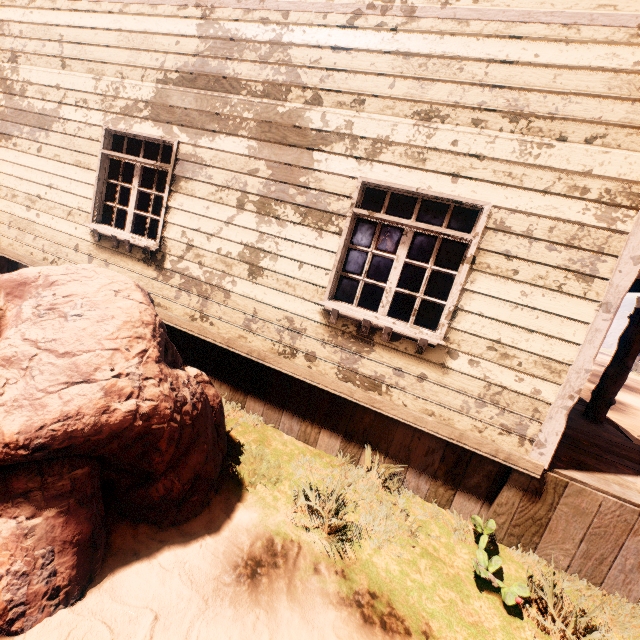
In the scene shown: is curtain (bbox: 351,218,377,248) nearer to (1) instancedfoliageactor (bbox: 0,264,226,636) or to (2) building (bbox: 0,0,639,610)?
(2) building (bbox: 0,0,639,610)

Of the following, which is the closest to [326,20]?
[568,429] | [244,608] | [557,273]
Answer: [557,273]

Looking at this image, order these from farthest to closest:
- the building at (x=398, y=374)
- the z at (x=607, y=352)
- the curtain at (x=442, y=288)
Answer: the z at (x=607, y=352) < the curtain at (x=442, y=288) < the building at (x=398, y=374)

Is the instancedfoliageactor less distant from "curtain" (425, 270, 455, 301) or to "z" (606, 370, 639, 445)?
"z" (606, 370, 639, 445)

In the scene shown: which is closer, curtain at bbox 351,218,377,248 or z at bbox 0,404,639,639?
z at bbox 0,404,639,639

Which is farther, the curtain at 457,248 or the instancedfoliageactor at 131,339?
the curtain at 457,248

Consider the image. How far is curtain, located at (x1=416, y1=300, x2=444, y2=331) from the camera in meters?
3.6

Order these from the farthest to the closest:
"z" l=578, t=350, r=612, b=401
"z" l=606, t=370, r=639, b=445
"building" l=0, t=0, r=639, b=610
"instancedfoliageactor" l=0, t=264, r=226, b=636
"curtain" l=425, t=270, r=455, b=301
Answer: "z" l=578, t=350, r=612, b=401, "z" l=606, t=370, r=639, b=445, "curtain" l=425, t=270, r=455, b=301, "building" l=0, t=0, r=639, b=610, "instancedfoliageactor" l=0, t=264, r=226, b=636
